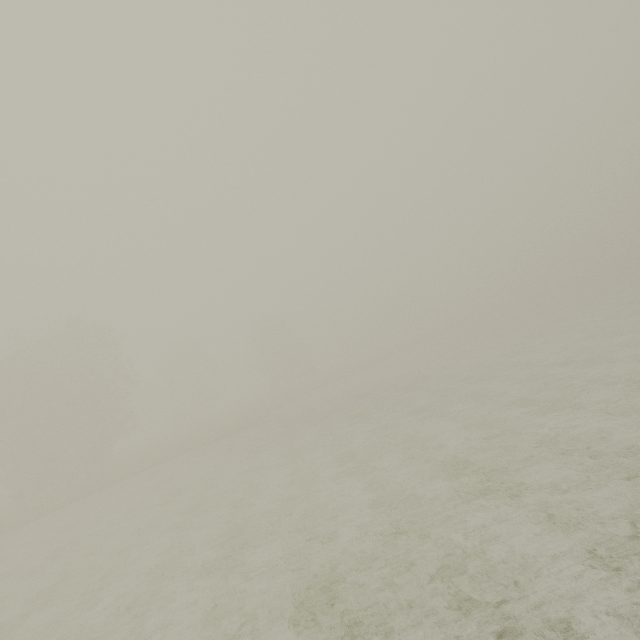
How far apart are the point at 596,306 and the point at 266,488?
36.1 meters
